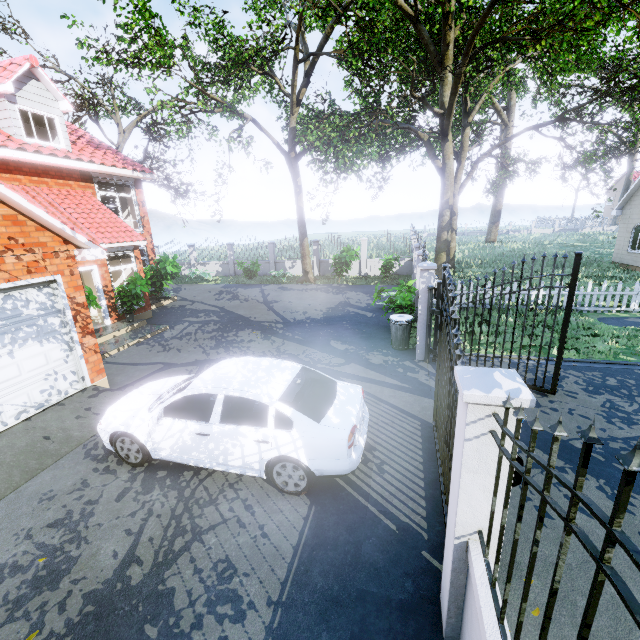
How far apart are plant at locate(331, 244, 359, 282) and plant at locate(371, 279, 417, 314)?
7.7 meters

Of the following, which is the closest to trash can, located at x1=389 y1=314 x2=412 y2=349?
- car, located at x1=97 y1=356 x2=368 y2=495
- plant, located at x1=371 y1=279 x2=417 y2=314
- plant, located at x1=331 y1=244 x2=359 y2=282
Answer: plant, located at x1=371 y1=279 x2=417 y2=314

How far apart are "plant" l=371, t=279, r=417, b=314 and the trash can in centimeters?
127cm

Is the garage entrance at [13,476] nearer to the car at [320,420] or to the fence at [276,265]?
the car at [320,420]

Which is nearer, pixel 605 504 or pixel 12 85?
pixel 605 504

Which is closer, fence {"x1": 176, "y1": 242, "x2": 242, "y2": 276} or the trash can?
the trash can

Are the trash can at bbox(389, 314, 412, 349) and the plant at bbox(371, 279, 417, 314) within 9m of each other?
yes

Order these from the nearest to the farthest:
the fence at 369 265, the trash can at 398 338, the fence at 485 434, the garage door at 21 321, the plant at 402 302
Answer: the fence at 485 434, the garage door at 21 321, the trash can at 398 338, the plant at 402 302, the fence at 369 265
